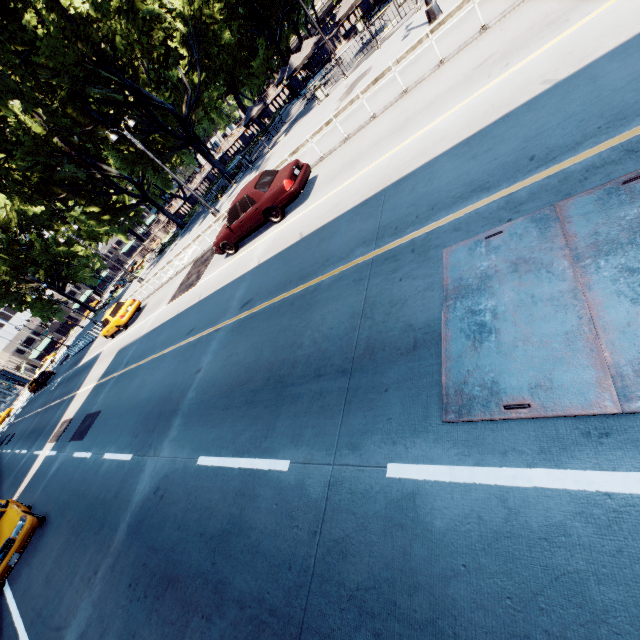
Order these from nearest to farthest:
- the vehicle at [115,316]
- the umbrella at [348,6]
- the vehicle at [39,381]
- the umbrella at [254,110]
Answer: the umbrella at [348,6], the vehicle at [115,316], the umbrella at [254,110], the vehicle at [39,381]

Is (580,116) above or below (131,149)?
below

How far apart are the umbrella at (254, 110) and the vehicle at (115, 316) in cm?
1700

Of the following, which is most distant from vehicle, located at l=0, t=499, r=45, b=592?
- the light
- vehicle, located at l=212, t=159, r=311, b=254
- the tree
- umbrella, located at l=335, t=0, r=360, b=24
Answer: umbrella, located at l=335, t=0, r=360, b=24

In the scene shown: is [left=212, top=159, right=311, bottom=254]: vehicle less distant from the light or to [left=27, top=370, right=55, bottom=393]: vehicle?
the light

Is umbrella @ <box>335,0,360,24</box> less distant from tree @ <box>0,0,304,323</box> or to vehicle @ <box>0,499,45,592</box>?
tree @ <box>0,0,304,323</box>

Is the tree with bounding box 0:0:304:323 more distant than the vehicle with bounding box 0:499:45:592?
Yes

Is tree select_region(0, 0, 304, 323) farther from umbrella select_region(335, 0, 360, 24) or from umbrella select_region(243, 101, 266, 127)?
umbrella select_region(335, 0, 360, 24)
